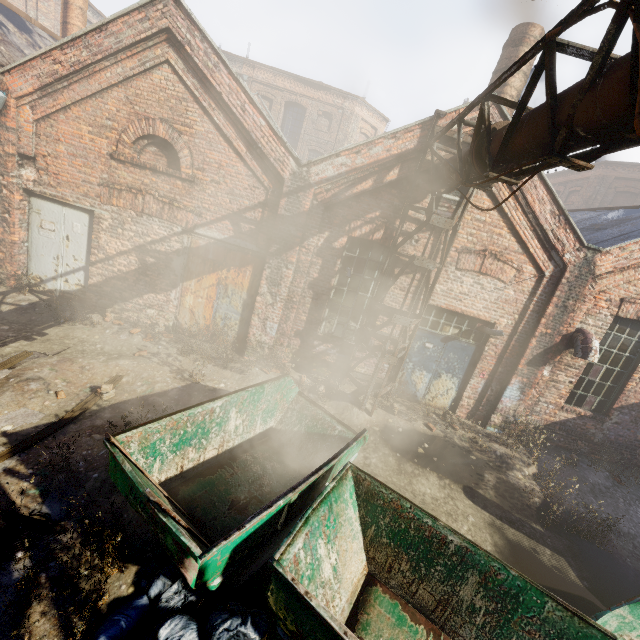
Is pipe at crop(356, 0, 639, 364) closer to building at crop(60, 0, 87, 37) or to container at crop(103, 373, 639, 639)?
container at crop(103, 373, 639, 639)

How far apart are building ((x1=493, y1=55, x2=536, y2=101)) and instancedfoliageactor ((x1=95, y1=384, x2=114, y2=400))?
10.6 meters

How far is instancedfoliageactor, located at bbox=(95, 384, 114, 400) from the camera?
5.9 meters

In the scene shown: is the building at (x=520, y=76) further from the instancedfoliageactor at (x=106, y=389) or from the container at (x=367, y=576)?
the instancedfoliageactor at (x=106, y=389)

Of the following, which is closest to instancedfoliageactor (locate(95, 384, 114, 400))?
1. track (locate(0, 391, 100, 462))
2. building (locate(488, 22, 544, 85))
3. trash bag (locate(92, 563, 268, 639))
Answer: trash bag (locate(92, 563, 268, 639))

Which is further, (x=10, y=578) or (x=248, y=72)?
(x=248, y=72)

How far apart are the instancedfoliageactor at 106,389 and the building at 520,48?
10.6 meters
